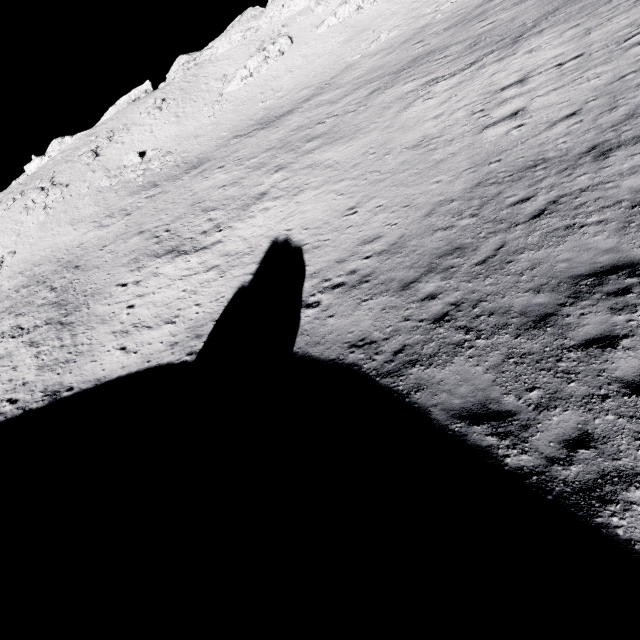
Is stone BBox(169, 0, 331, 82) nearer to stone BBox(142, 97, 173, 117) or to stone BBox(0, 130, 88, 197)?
stone BBox(142, 97, 173, 117)

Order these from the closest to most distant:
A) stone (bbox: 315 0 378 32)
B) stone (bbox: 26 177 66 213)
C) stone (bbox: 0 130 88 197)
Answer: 1. stone (bbox: 26 177 66 213)
2. stone (bbox: 315 0 378 32)
3. stone (bbox: 0 130 88 197)

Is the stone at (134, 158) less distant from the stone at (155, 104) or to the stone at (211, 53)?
the stone at (155, 104)

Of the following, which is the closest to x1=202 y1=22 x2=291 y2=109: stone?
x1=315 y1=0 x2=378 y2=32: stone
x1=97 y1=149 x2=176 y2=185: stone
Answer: x1=315 y1=0 x2=378 y2=32: stone

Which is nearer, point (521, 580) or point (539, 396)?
point (521, 580)

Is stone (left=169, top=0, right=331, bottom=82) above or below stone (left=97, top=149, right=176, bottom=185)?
above

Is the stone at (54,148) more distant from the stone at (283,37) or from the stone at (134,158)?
the stone at (283,37)

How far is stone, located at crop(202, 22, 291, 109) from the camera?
47.5m
